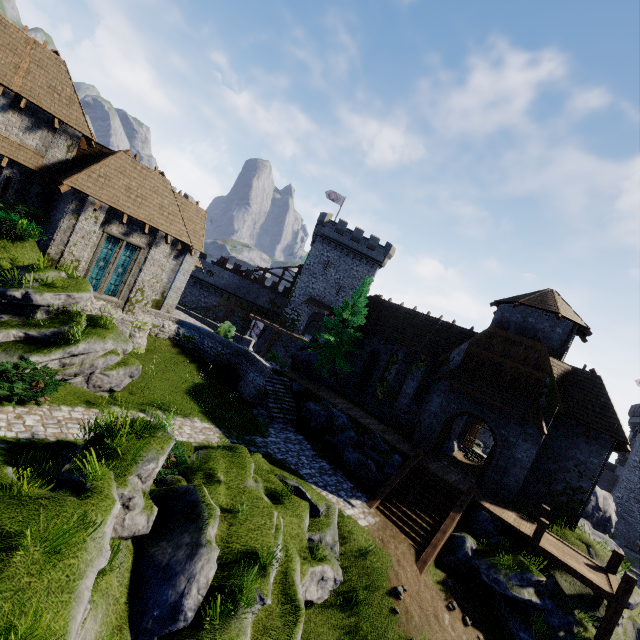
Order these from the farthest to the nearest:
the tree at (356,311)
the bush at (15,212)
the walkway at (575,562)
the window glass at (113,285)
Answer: the tree at (356,311) → the window glass at (113,285) → the bush at (15,212) → the walkway at (575,562)

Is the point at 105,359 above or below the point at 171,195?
below

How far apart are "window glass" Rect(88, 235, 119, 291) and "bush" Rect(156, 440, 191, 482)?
11.49m

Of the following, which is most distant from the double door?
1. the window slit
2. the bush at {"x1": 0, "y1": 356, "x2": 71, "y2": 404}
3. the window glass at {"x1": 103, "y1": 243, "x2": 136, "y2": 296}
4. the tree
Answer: the window slit

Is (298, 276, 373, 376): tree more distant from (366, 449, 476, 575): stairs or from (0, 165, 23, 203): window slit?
(0, 165, 23, 203): window slit

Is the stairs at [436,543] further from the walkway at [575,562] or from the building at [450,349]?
the walkway at [575,562]

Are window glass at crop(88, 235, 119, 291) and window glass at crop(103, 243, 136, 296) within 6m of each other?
yes

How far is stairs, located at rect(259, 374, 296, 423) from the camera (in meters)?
20.48
